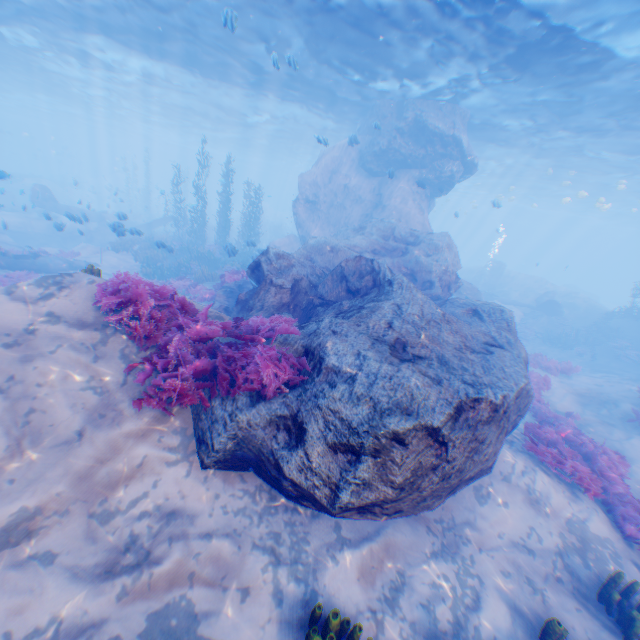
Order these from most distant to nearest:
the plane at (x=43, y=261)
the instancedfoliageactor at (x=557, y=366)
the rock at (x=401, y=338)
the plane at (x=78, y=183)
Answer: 1. the plane at (x=78, y=183)
2. the instancedfoliageactor at (x=557, y=366)
3. the plane at (x=43, y=261)
4. the rock at (x=401, y=338)

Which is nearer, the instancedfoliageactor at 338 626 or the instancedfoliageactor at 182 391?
the instancedfoliageactor at 338 626

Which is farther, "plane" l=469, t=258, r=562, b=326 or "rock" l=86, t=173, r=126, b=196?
"rock" l=86, t=173, r=126, b=196

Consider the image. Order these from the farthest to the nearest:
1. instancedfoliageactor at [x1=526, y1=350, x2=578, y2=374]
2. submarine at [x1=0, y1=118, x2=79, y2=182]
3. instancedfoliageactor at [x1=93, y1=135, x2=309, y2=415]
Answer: submarine at [x1=0, y1=118, x2=79, y2=182]
instancedfoliageactor at [x1=526, y1=350, x2=578, y2=374]
instancedfoliageactor at [x1=93, y1=135, x2=309, y2=415]

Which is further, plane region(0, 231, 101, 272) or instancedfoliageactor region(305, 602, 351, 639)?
plane region(0, 231, 101, 272)

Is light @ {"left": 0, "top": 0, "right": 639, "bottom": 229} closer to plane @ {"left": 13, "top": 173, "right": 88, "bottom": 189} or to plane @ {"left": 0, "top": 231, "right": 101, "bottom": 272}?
plane @ {"left": 13, "top": 173, "right": 88, "bottom": 189}

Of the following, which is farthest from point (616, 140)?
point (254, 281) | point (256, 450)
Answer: point (256, 450)

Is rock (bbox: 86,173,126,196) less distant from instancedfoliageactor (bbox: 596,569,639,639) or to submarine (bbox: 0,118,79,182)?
submarine (bbox: 0,118,79,182)
